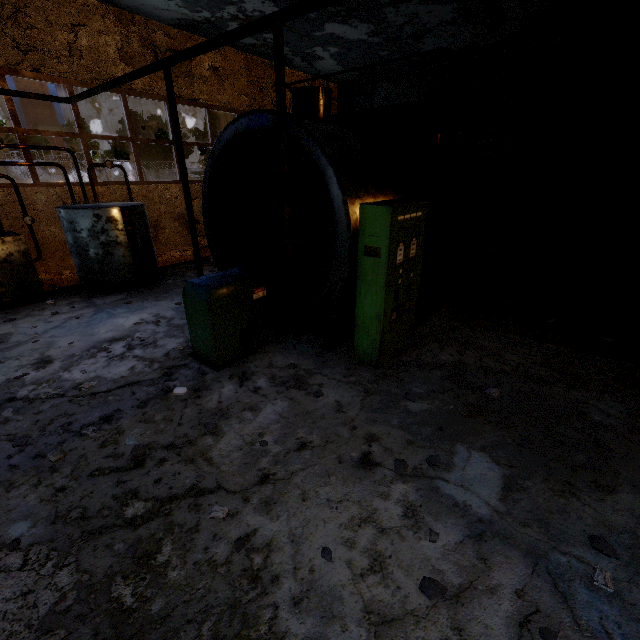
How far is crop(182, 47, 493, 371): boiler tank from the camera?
4.7 meters

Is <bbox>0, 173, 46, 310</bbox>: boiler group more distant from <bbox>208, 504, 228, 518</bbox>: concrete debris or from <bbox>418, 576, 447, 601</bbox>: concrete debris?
<bbox>418, 576, 447, 601</bbox>: concrete debris

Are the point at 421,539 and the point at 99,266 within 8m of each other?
no

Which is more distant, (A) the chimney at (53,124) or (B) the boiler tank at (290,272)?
(A) the chimney at (53,124)

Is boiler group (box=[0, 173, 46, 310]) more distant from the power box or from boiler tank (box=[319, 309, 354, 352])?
the power box

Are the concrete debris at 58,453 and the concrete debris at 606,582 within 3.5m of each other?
no

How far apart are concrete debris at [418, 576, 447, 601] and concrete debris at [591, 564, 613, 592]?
1.17m

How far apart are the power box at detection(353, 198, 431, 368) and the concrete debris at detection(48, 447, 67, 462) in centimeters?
394cm
